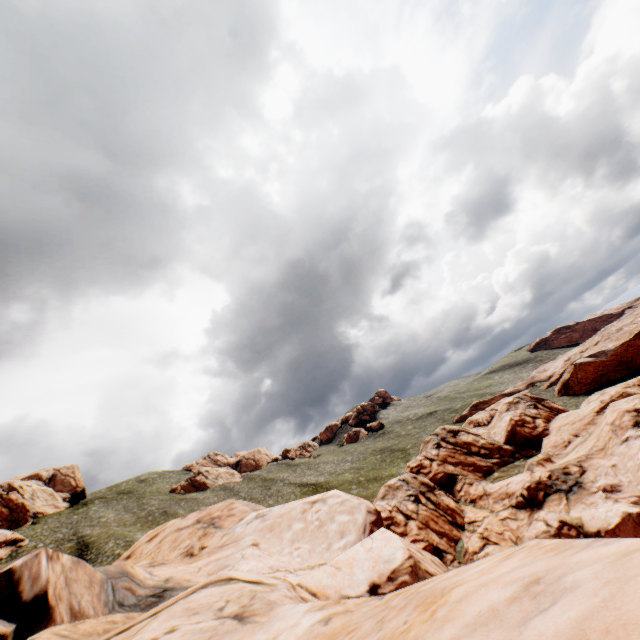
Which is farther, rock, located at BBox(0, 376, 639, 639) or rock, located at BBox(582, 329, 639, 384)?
rock, located at BBox(582, 329, 639, 384)

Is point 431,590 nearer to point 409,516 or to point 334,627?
point 334,627

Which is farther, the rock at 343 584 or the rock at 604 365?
the rock at 604 365
